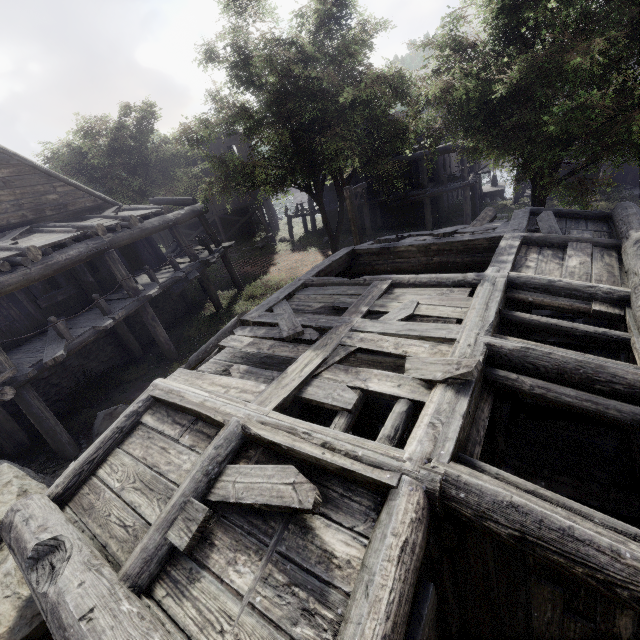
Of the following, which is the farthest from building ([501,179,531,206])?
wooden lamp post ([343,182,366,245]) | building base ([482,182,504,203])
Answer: wooden lamp post ([343,182,366,245])

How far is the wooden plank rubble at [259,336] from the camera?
5.0m

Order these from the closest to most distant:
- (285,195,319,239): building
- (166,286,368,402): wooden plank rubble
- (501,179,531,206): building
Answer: (166,286,368,402): wooden plank rubble, (501,179,531,206): building, (285,195,319,239): building

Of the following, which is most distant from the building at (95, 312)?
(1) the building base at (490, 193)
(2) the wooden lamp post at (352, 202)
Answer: (2) the wooden lamp post at (352, 202)

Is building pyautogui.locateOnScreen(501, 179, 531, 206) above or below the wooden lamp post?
below

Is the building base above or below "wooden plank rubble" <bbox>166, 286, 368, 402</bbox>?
below

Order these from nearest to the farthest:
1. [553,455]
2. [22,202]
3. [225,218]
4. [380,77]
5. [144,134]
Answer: [553,455] < [22,202] < [380,77] < [144,134] < [225,218]
